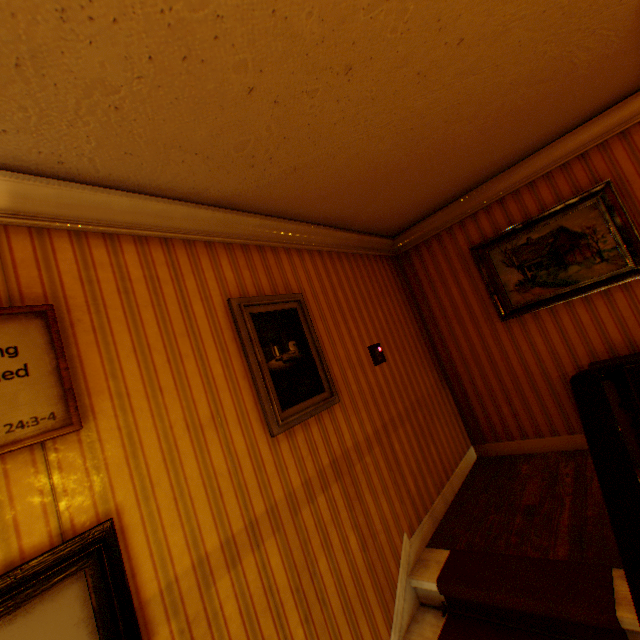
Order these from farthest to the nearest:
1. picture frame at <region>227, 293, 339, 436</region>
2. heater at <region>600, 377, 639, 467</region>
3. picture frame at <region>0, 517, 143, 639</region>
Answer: heater at <region>600, 377, 639, 467</region> → picture frame at <region>227, 293, 339, 436</region> → picture frame at <region>0, 517, 143, 639</region>

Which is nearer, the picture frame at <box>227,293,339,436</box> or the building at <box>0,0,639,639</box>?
the building at <box>0,0,639,639</box>

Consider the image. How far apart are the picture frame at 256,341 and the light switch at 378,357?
0.75m

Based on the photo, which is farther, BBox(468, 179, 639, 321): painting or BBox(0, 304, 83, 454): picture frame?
BBox(468, 179, 639, 321): painting

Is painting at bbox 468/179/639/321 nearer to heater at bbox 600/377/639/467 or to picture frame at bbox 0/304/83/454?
heater at bbox 600/377/639/467

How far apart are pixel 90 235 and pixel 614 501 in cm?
287

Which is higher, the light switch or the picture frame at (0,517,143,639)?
the light switch

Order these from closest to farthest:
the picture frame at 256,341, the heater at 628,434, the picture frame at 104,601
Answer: the picture frame at 104,601, the picture frame at 256,341, the heater at 628,434
